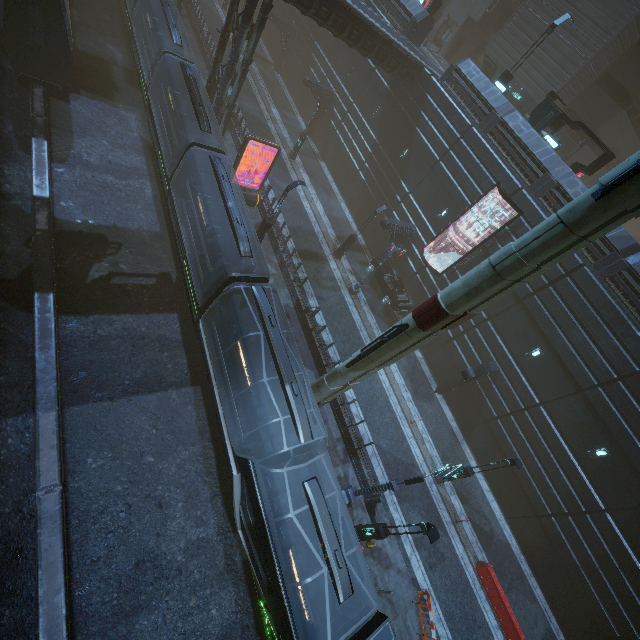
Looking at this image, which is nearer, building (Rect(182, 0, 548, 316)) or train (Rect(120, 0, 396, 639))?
train (Rect(120, 0, 396, 639))

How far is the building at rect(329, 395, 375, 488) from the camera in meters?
16.6 m

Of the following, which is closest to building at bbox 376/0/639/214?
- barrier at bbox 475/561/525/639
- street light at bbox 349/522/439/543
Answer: street light at bbox 349/522/439/543

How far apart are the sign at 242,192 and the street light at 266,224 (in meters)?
3.47

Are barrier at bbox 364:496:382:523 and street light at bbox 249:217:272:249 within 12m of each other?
no

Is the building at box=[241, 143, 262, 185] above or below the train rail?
above

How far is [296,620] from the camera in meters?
9.5

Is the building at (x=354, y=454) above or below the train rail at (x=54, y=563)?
above
